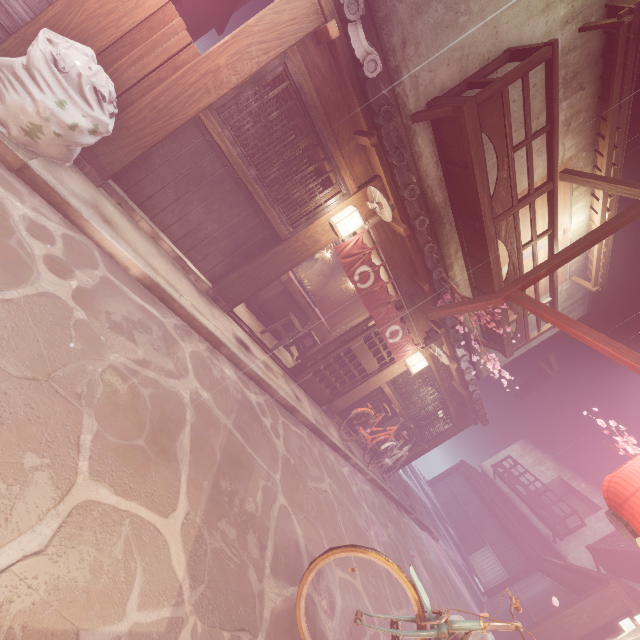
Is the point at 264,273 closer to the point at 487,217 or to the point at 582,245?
the point at 487,217

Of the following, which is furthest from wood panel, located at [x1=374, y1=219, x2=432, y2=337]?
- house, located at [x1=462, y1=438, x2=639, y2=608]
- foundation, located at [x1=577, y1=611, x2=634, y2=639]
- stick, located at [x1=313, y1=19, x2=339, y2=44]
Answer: house, located at [x1=462, y1=438, x2=639, y2=608]

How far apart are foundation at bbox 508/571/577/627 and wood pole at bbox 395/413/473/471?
7.79m

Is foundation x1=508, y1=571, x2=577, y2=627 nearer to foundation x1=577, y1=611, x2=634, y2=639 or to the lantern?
foundation x1=577, y1=611, x2=634, y2=639

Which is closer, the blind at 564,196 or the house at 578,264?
the blind at 564,196

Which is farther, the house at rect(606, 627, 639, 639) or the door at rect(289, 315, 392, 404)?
the door at rect(289, 315, 392, 404)

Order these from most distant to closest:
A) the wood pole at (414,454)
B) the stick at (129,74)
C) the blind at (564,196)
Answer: the wood pole at (414,454), the blind at (564,196), the stick at (129,74)

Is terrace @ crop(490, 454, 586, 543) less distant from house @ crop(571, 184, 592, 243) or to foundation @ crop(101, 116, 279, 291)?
foundation @ crop(101, 116, 279, 291)
